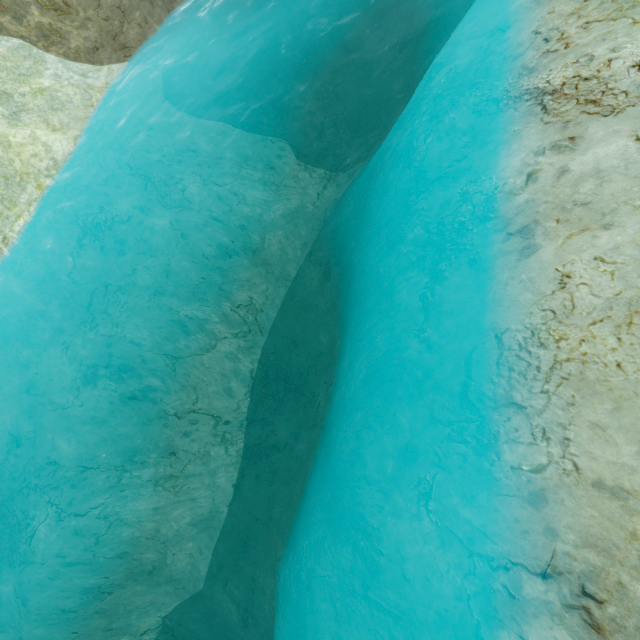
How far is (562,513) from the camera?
3.14m
